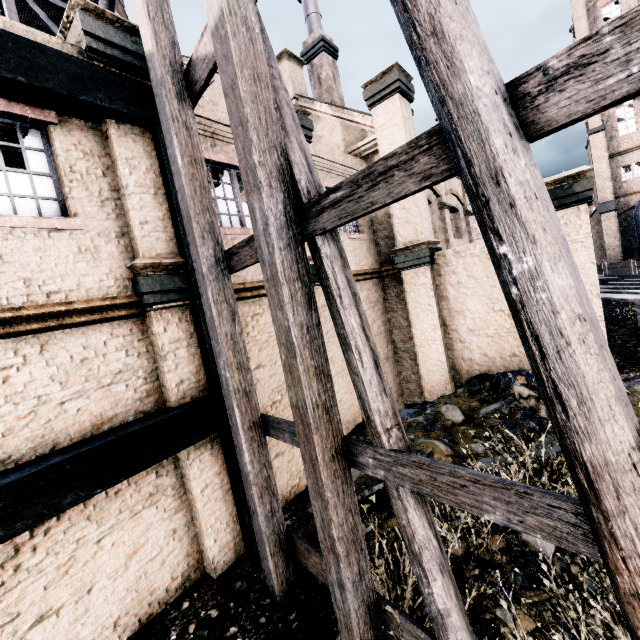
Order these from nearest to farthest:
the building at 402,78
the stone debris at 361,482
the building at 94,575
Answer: the building at 94,575
the stone debris at 361,482
the building at 402,78

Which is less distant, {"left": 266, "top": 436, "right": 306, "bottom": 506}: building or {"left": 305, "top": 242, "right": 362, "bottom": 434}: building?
{"left": 266, "top": 436, "right": 306, "bottom": 506}: building

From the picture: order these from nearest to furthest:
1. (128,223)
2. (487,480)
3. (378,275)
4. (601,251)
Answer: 1. (487,480)
2. (128,223)
3. (378,275)
4. (601,251)

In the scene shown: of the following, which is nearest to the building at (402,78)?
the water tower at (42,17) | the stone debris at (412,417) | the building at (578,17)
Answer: the stone debris at (412,417)

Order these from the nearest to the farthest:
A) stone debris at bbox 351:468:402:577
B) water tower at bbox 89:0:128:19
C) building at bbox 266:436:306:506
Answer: stone debris at bbox 351:468:402:577 → building at bbox 266:436:306:506 → water tower at bbox 89:0:128:19

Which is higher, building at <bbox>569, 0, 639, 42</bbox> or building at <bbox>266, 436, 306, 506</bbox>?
building at <bbox>569, 0, 639, 42</bbox>

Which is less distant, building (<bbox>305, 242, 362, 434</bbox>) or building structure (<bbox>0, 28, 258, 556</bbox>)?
building structure (<bbox>0, 28, 258, 556</bbox>)

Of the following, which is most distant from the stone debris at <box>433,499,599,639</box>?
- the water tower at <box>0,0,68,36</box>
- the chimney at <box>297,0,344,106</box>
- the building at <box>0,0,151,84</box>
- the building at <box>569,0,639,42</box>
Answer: the building at <box>569,0,639,42</box>
